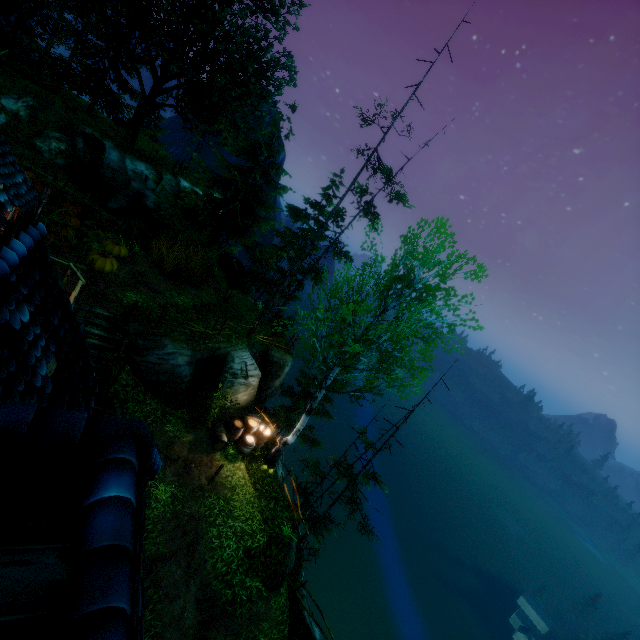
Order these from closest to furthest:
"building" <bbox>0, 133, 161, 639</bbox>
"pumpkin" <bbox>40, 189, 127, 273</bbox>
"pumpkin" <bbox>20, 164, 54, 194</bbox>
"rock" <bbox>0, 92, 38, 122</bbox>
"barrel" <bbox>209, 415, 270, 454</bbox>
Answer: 1. "building" <bbox>0, 133, 161, 639</bbox>
2. "pumpkin" <bbox>40, 189, 127, 273</bbox>
3. "barrel" <bbox>209, 415, 270, 454</bbox>
4. "pumpkin" <bbox>20, 164, 54, 194</bbox>
5. "rock" <bbox>0, 92, 38, 122</bbox>

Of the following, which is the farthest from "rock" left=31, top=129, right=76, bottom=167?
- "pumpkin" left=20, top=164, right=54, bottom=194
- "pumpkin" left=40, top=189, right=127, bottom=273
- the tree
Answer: the tree

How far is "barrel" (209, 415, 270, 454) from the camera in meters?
14.1 m

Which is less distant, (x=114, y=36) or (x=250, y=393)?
(x=250, y=393)

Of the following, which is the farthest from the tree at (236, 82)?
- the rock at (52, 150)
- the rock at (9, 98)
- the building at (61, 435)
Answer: the rock at (52, 150)

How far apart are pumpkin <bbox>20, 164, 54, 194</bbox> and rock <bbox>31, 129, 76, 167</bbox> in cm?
354

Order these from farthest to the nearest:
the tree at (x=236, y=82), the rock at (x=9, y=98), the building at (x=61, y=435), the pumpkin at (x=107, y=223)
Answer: the rock at (x=9, y=98)
the pumpkin at (x=107, y=223)
the tree at (x=236, y=82)
the building at (x=61, y=435)

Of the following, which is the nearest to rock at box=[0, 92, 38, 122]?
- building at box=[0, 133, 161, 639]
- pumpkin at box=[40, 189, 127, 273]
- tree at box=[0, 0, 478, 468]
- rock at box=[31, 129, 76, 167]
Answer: rock at box=[31, 129, 76, 167]
